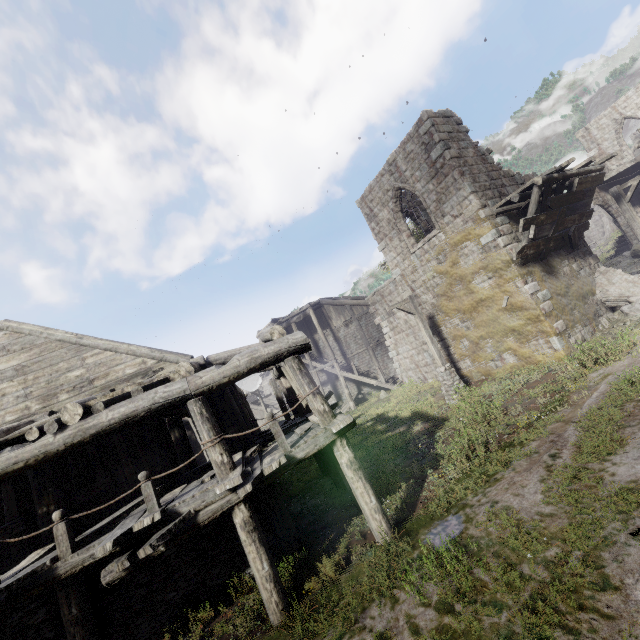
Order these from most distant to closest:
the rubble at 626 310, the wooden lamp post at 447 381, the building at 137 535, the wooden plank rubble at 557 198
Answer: the wooden lamp post at 447 381 < the rubble at 626 310 < the wooden plank rubble at 557 198 < the building at 137 535

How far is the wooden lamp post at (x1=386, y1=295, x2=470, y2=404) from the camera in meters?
13.7

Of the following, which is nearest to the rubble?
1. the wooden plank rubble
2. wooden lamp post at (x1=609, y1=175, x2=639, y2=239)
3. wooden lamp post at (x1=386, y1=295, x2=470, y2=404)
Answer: wooden lamp post at (x1=609, y1=175, x2=639, y2=239)

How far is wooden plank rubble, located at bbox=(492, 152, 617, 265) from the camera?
11.54m

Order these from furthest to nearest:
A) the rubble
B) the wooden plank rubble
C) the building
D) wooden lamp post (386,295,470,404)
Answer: wooden lamp post (386,295,470,404) → the rubble → the wooden plank rubble → the building

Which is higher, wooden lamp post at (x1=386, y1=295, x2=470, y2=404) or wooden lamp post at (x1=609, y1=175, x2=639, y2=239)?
wooden lamp post at (x1=609, y1=175, x2=639, y2=239)

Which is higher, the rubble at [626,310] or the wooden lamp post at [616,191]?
the wooden lamp post at [616,191]

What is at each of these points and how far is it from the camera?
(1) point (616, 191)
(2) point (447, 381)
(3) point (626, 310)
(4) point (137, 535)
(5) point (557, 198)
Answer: (1) wooden lamp post, 14.5m
(2) wooden lamp post, 14.3m
(3) rubble, 12.7m
(4) building, 6.0m
(5) wooden plank rubble, 12.1m
